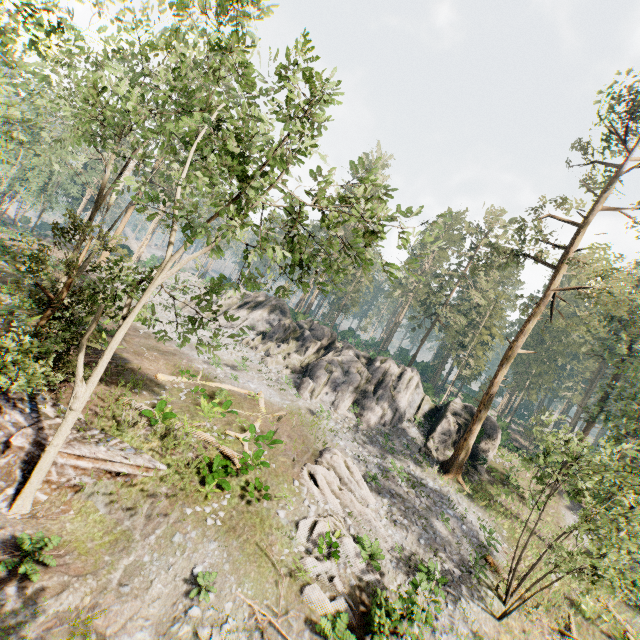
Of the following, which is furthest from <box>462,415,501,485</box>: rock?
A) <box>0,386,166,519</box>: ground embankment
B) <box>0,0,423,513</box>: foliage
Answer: <box>0,386,166,519</box>: ground embankment

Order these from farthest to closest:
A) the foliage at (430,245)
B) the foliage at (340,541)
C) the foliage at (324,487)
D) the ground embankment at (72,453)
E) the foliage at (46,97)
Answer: the foliage at (324,487), the foliage at (340,541), the ground embankment at (72,453), the foliage at (430,245), the foliage at (46,97)

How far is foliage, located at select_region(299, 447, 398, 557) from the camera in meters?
16.2 m

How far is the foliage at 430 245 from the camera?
10.5 meters

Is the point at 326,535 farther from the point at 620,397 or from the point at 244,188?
the point at 620,397

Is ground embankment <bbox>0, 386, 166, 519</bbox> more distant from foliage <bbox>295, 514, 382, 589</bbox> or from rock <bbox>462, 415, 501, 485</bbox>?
rock <bbox>462, 415, 501, 485</bbox>

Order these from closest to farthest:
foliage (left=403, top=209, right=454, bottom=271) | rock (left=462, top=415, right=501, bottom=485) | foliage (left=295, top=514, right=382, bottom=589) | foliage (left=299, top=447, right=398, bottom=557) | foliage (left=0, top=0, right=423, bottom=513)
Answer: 1. foliage (left=0, top=0, right=423, bottom=513)
2. foliage (left=403, top=209, right=454, bottom=271)
3. foliage (left=295, top=514, right=382, bottom=589)
4. foliage (left=299, top=447, right=398, bottom=557)
5. rock (left=462, top=415, right=501, bottom=485)

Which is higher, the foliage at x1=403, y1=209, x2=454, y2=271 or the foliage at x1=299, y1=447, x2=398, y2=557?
the foliage at x1=403, y1=209, x2=454, y2=271
